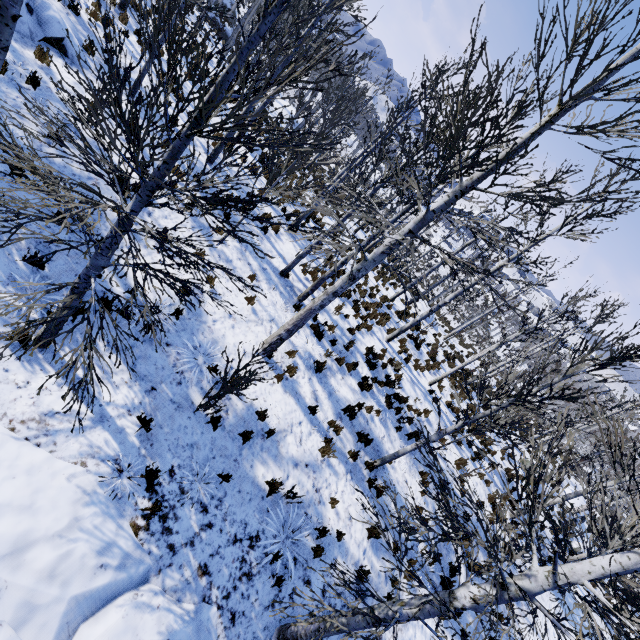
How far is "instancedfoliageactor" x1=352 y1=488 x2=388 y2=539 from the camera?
5.4 meters

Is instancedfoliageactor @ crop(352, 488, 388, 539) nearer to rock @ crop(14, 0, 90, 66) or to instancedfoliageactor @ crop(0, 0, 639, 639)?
instancedfoliageactor @ crop(0, 0, 639, 639)

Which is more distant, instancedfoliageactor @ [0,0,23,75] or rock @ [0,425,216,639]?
instancedfoliageactor @ [0,0,23,75]

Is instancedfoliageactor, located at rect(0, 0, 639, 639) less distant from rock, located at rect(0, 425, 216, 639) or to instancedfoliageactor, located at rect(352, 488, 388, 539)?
rock, located at rect(0, 425, 216, 639)

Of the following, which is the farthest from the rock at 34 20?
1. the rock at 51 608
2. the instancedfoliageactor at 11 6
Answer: the rock at 51 608

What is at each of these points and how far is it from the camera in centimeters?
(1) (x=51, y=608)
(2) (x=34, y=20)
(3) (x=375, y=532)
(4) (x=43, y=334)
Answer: (1) rock, 363cm
(2) rock, 799cm
(3) instancedfoliageactor, 809cm
(4) instancedfoliageactor, 465cm

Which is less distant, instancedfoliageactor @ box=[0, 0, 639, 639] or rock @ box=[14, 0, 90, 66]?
instancedfoliageactor @ box=[0, 0, 639, 639]

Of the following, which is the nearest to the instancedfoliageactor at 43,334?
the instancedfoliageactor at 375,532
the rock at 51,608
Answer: the rock at 51,608
